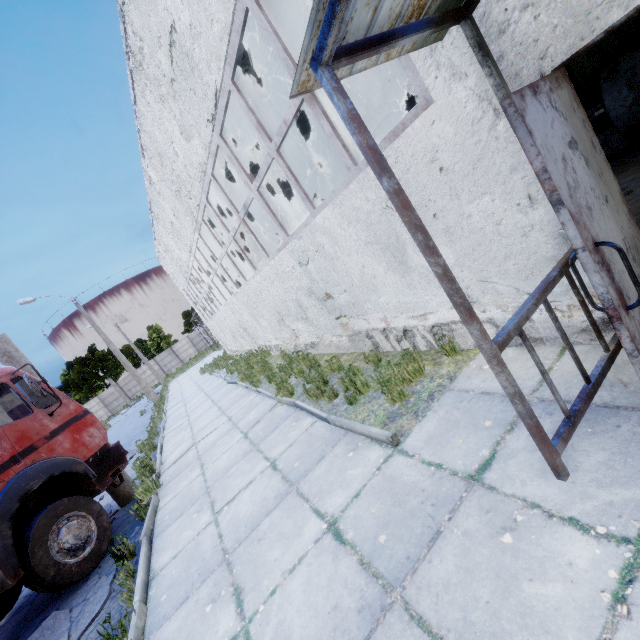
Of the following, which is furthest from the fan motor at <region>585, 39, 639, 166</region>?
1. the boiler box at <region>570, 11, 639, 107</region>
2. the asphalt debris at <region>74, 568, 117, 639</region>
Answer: the asphalt debris at <region>74, 568, 117, 639</region>

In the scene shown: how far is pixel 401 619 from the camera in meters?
2.0

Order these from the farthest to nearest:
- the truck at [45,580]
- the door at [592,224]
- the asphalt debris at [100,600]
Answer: the truck at [45,580] < the asphalt debris at [100,600] < the door at [592,224]

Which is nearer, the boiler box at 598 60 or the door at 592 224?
the door at 592 224

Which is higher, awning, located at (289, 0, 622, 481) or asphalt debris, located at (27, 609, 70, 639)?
awning, located at (289, 0, 622, 481)

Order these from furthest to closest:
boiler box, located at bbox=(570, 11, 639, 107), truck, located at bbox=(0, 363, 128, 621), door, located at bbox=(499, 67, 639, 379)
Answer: boiler box, located at bbox=(570, 11, 639, 107)
truck, located at bbox=(0, 363, 128, 621)
door, located at bbox=(499, 67, 639, 379)

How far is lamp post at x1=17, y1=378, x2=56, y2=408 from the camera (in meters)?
6.97

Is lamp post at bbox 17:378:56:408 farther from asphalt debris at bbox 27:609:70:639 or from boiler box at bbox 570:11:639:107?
boiler box at bbox 570:11:639:107
